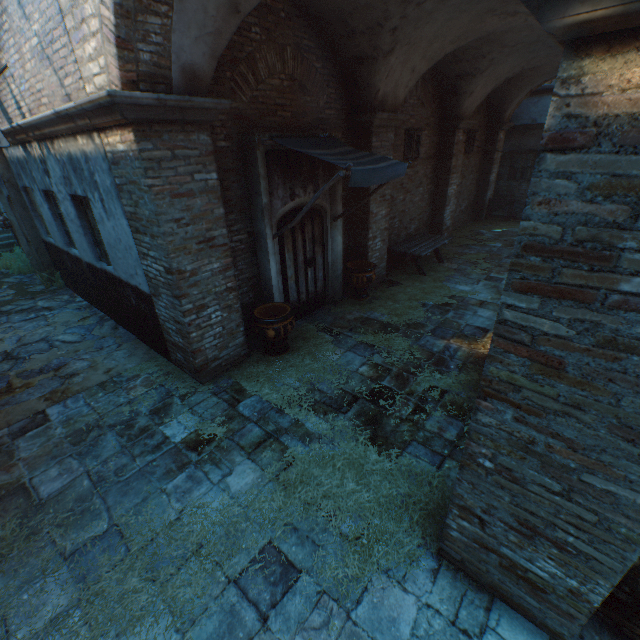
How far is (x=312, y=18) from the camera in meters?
5.5 m

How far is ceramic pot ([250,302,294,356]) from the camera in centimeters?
557cm

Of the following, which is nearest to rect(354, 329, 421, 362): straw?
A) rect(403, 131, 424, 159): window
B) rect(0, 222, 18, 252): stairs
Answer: rect(403, 131, 424, 159): window

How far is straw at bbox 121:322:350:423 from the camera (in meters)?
5.01

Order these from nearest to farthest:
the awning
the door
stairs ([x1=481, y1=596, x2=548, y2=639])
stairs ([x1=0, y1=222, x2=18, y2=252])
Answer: stairs ([x1=481, y1=596, x2=548, y2=639]) → the awning → the door → stairs ([x1=0, y1=222, x2=18, y2=252])

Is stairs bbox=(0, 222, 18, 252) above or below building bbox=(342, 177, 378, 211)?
below

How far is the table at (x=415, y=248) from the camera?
9.05m

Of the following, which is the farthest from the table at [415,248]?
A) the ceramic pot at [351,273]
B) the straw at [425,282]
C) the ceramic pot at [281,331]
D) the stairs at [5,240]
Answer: → the stairs at [5,240]
